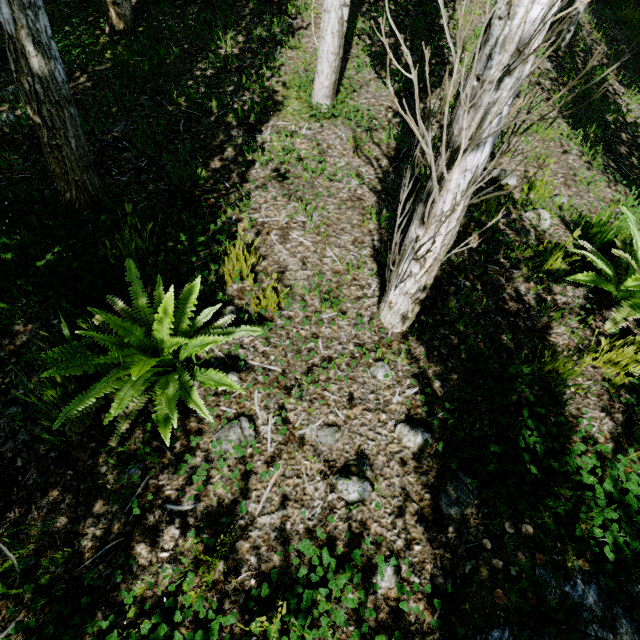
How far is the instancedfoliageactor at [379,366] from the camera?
2.14m

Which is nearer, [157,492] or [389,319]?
[157,492]

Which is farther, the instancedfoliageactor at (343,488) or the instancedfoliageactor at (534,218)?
the instancedfoliageactor at (534,218)

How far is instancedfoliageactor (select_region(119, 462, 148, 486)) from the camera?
1.7m

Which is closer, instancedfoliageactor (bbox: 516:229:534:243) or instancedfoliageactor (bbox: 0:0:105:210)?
instancedfoliageactor (bbox: 0:0:105:210)

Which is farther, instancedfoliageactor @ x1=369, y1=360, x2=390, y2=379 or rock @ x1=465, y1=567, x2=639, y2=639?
instancedfoliageactor @ x1=369, y1=360, x2=390, y2=379
